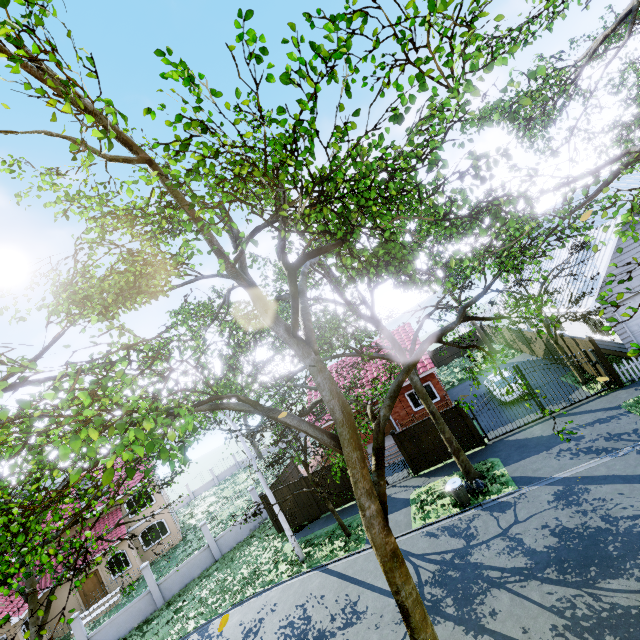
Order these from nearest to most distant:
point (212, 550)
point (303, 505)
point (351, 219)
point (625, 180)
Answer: point (351, 219)
point (303, 505)
point (212, 550)
point (625, 180)

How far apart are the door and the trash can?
27.6 meters

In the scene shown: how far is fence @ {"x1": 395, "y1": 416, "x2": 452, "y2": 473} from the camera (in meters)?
16.95

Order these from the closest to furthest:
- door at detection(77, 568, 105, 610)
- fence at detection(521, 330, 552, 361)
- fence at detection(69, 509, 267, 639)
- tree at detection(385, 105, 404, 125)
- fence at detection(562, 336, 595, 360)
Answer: tree at detection(385, 105, 404, 125) → fence at detection(562, 336, 595, 360) → fence at detection(69, 509, 267, 639) → fence at detection(521, 330, 552, 361) → door at detection(77, 568, 105, 610)

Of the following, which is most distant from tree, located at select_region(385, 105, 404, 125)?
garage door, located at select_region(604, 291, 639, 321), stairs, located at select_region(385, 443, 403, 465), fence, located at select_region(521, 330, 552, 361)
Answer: stairs, located at select_region(385, 443, 403, 465)

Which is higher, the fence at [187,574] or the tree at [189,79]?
the tree at [189,79]

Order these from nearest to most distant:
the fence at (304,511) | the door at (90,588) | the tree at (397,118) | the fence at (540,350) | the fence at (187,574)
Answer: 1. the tree at (397,118)
2. the fence at (187,574)
3. the fence at (304,511)
4. the fence at (540,350)
5. the door at (90,588)

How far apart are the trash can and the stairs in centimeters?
625cm
